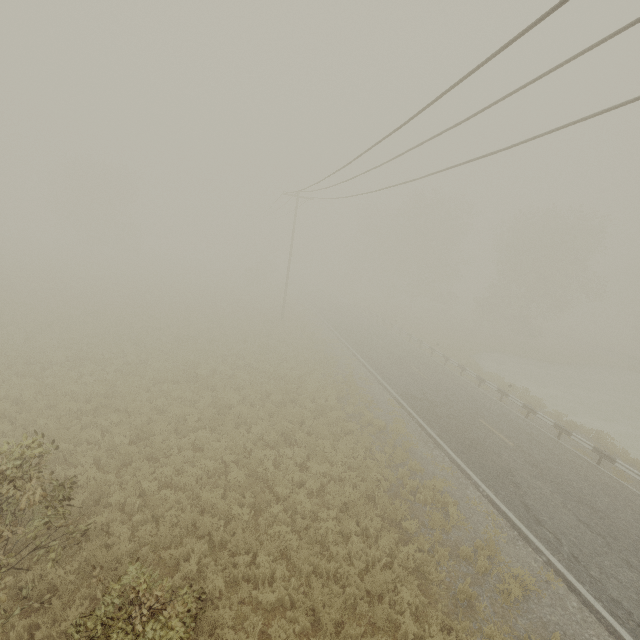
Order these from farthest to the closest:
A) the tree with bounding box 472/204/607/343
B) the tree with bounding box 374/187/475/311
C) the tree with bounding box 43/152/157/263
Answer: the tree with bounding box 374/187/475/311
the tree with bounding box 43/152/157/263
the tree with bounding box 472/204/607/343

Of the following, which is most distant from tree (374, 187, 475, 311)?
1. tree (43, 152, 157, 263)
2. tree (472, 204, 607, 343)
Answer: tree (43, 152, 157, 263)

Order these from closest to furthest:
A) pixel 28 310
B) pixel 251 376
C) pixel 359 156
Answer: pixel 359 156
pixel 251 376
pixel 28 310

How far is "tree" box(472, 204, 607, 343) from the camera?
36.0m

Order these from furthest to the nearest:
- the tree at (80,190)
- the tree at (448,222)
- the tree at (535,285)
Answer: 1. the tree at (448,222)
2. the tree at (80,190)
3. the tree at (535,285)

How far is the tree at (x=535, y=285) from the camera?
36.0m
